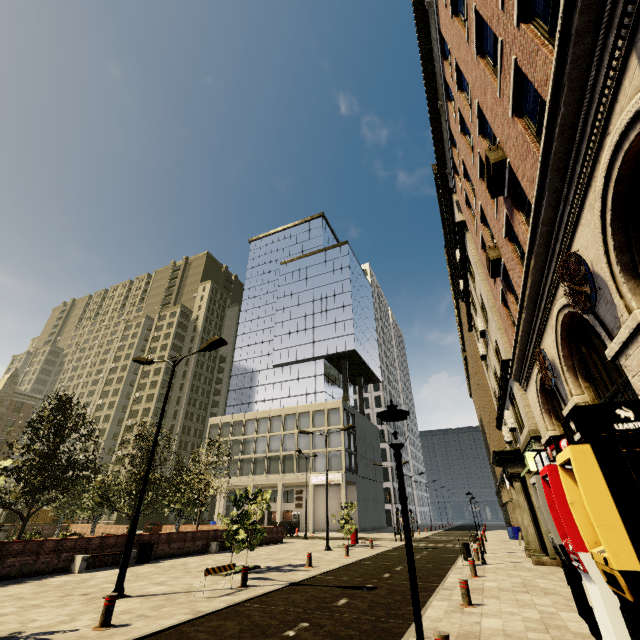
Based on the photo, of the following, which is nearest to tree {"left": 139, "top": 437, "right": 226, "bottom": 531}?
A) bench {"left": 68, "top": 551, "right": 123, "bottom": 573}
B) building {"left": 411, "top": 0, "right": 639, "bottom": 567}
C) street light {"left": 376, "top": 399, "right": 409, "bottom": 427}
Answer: bench {"left": 68, "top": 551, "right": 123, "bottom": 573}

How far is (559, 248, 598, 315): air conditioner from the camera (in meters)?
4.98

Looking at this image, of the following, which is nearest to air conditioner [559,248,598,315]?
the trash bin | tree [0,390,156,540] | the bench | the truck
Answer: tree [0,390,156,540]

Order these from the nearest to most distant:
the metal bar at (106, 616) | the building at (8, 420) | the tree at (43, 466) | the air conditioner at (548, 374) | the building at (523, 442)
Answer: the building at (523, 442)
the metal bar at (106, 616)
the air conditioner at (548, 374)
the tree at (43, 466)
the building at (8, 420)

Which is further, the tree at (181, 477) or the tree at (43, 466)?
the tree at (181, 477)

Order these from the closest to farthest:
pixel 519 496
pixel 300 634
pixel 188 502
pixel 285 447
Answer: pixel 300 634 < pixel 519 496 < pixel 188 502 < pixel 285 447

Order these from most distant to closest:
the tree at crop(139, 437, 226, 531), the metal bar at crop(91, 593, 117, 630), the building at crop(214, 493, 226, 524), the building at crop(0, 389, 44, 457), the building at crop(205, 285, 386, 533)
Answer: the building at crop(0, 389, 44, 457) → the building at crop(214, 493, 226, 524) → the building at crop(205, 285, 386, 533) → the tree at crop(139, 437, 226, 531) → the metal bar at crop(91, 593, 117, 630)

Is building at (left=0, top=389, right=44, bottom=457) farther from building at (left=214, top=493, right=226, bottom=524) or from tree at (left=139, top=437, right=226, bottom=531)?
building at (left=214, top=493, right=226, bottom=524)
